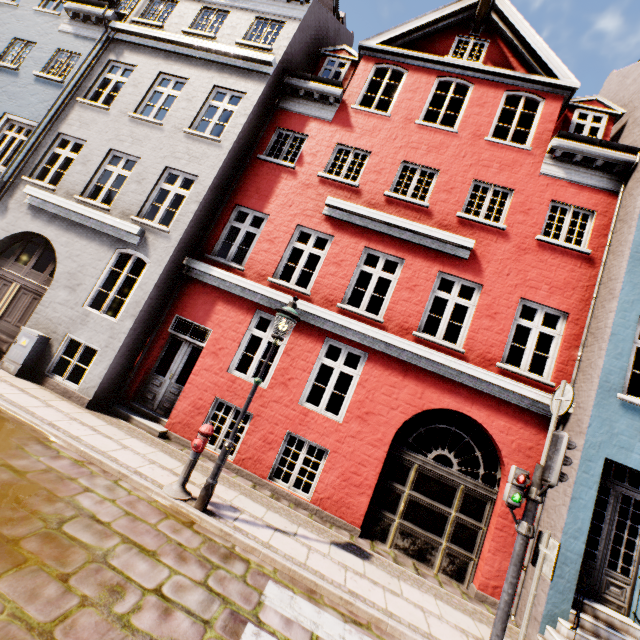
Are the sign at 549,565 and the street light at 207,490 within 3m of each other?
no

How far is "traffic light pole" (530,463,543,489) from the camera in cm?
474

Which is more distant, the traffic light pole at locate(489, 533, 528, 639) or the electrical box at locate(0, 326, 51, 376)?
the electrical box at locate(0, 326, 51, 376)

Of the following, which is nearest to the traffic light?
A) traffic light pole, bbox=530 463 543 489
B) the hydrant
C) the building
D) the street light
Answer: traffic light pole, bbox=530 463 543 489

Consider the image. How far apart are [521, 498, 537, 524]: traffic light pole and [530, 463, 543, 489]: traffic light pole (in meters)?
0.20

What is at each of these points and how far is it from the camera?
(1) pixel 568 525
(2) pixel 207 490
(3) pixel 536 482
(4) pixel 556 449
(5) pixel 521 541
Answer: (1) building, 5.87m
(2) street light, 5.22m
(3) traffic light pole, 4.77m
(4) traffic light, 4.59m
(5) traffic light pole, 4.60m

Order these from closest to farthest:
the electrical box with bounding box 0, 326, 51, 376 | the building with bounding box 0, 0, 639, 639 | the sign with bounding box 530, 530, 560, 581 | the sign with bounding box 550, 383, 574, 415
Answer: the sign with bounding box 530, 530, 560, 581 < the sign with bounding box 550, 383, 574, 415 < the building with bounding box 0, 0, 639, 639 < the electrical box with bounding box 0, 326, 51, 376

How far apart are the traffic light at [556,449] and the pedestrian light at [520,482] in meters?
0.1 m
